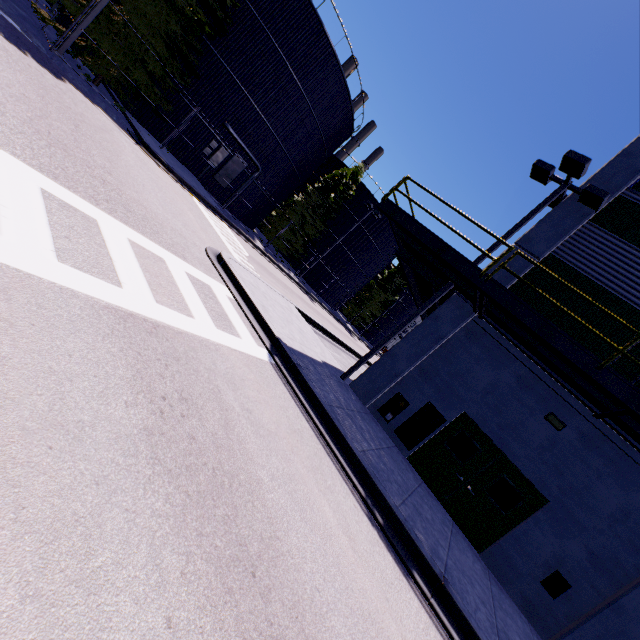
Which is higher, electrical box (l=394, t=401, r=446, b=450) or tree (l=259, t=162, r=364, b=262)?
tree (l=259, t=162, r=364, b=262)

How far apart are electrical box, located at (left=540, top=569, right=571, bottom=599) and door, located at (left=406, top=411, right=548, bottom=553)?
1.1m

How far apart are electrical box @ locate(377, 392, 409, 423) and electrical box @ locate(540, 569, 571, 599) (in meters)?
5.17

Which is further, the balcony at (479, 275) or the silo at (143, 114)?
the silo at (143, 114)

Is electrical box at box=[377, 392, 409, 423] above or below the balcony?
below

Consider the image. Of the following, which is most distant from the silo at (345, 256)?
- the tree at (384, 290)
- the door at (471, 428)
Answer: the door at (471, 428)

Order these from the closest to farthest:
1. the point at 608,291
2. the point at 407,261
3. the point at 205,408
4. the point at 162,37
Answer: the point at 205,408
the point at 608,291
the point at 407,261
the point at 162,37

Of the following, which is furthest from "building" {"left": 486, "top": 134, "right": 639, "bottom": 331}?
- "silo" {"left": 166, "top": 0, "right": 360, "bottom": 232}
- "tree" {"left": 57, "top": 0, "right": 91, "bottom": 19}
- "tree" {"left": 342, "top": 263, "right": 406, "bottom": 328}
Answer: "tree" {"left": 57, "top": 0, "right": 91, "bottom": 19}
